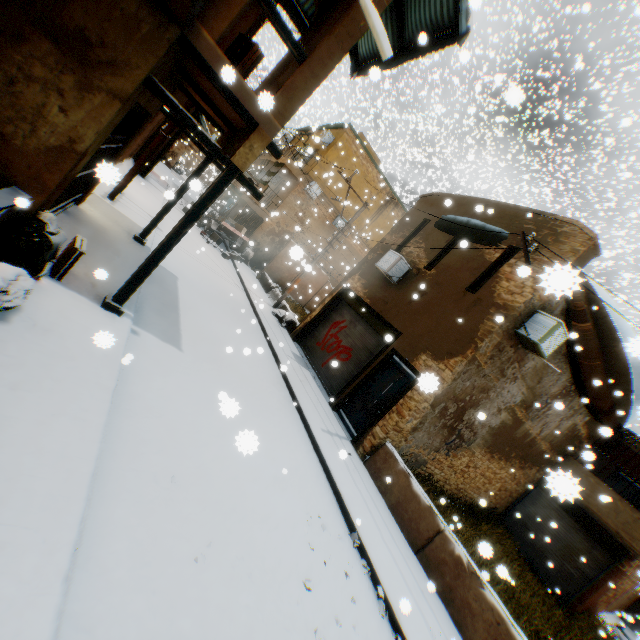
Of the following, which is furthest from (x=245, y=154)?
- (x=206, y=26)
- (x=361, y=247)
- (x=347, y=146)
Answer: (x=361, y=247)

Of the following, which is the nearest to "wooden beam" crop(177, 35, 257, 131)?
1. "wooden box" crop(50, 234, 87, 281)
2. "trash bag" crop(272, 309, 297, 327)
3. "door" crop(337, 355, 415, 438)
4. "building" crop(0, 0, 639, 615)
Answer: "building" crop(0, 0, 639, 615)

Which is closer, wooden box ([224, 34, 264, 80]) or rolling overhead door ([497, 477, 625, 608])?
wooden box ([224, 34, 264, 80])

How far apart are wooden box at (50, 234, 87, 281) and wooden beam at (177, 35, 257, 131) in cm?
307

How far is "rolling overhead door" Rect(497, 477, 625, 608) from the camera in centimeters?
1216cm

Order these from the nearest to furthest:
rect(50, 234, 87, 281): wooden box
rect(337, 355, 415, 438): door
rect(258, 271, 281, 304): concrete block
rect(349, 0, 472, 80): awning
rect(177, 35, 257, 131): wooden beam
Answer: rect(177, 35, 257, 131): wooden beam → rect(50, 234, 87, 281): wooden box → rect(349, 0, 472, 80): awning → rect(337, 355, 415, 438): door → rect(258, 271, 281, 304): concrete block

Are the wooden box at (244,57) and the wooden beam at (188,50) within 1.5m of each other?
yes

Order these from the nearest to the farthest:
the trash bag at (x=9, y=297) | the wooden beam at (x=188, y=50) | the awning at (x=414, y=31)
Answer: the trash bag at (x=9, y=297) < the wooden beam at (x=188, y=50) < the awning at (x=414, y=31)
